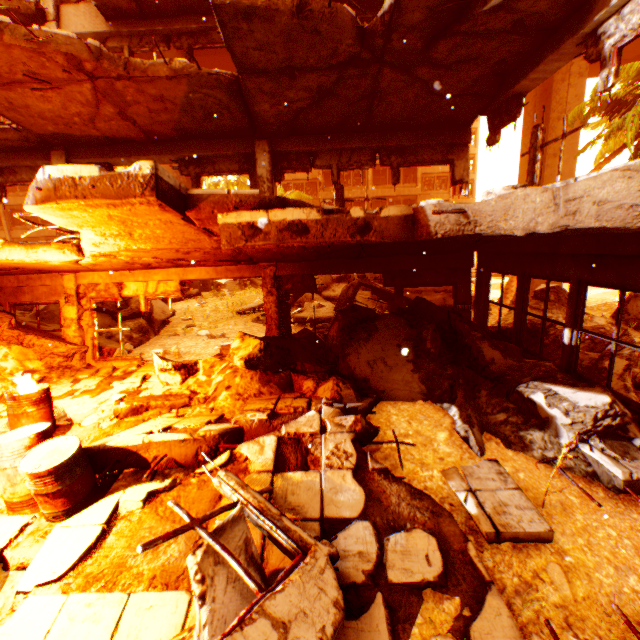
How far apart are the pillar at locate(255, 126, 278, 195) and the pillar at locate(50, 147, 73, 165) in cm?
456

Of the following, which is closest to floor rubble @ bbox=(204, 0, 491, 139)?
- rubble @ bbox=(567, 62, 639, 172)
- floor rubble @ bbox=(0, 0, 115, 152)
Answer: floor rubble @ bbox=(0, 0, 115, 152)

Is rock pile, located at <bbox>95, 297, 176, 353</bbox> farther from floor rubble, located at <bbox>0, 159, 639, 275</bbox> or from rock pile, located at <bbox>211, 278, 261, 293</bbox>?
floor rubble, located at <bbox>0, 159, 639, 275</bbox>

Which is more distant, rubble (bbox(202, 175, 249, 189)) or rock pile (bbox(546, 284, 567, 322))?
rubble (bbox(202, 175, 249, 189))

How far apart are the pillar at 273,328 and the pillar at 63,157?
4.56m

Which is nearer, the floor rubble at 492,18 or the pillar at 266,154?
the floor rubble at 492,18

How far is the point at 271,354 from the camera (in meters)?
5.94
